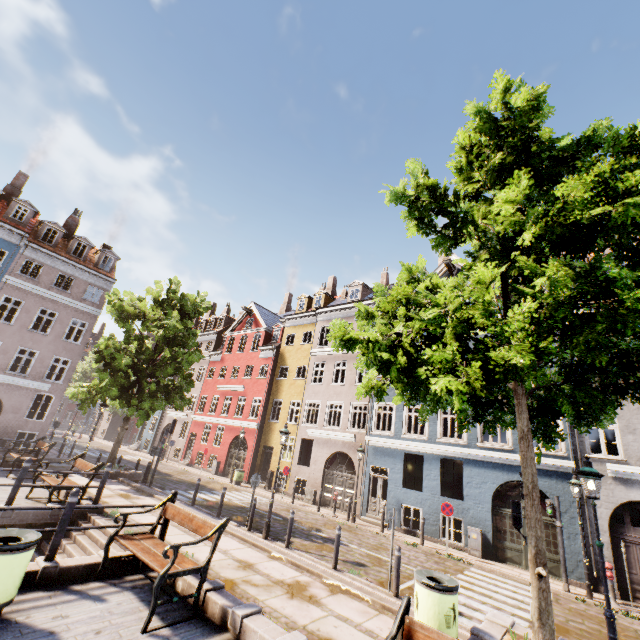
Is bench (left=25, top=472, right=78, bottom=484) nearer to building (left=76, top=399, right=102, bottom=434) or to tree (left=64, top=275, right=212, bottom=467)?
tree (left=64, top=275, right=212, bottom=467)

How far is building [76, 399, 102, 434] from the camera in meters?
46.8

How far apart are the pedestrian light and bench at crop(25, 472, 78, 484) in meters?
11.5 m

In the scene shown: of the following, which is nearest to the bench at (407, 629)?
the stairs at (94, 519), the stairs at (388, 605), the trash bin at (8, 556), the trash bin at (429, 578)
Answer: the trash bin at (429, 578)

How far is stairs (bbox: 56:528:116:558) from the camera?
7.57m

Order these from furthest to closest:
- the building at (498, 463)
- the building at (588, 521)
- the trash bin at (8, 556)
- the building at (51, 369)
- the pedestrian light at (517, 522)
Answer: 1. the building at (51, 369)
2. the building at (498, 463)
3. the building at (588, 521)
4. the pedestrian light at (517, 522)
5. the trash bin at (8, 556)

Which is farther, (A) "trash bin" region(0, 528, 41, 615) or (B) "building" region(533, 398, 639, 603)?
(B) "building" region(533, 398, 639, 603)

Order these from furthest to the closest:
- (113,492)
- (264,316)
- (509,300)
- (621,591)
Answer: (264,316), (113,492), (621,591), (509,300)
